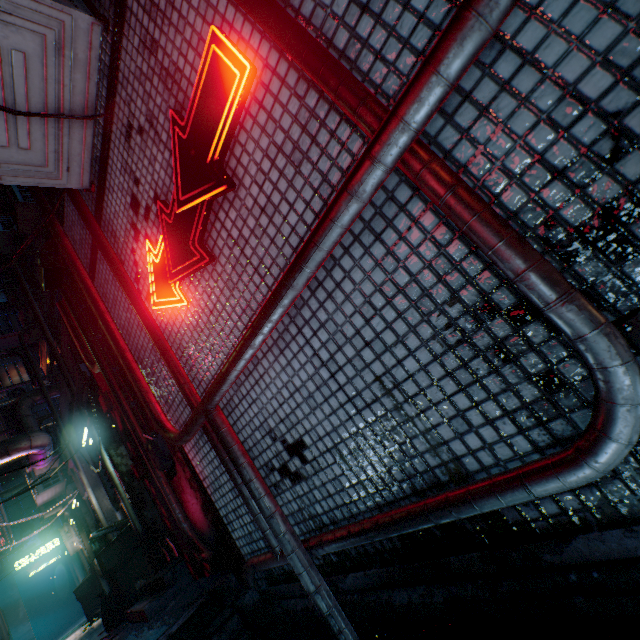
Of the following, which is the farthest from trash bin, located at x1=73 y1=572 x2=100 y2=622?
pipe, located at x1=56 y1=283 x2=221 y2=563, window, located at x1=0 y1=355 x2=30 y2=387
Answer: window, located at x1=0 y1=355 x2=30 y2=387

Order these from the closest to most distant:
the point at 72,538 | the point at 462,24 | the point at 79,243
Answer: the point at 462,24 → the point at 79,243 → the point at 72,538

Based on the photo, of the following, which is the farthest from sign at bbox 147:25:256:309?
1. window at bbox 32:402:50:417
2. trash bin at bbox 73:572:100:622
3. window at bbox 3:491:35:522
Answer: window at bbox 32:402:50:417

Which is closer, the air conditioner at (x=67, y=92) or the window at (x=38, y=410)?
the air conditioner at (x=67, y=92)

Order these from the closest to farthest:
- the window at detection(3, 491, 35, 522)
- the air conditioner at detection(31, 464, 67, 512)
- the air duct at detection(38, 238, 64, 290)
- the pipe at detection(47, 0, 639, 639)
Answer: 1. the pipe at detection(47, 0, 639, 639)
2. the air duct at detection(38, 238, 64, 290)
3. the air conditioner at detection(31, 464, 67, 512)
4. the window at detection(3, 491, 35, 522)

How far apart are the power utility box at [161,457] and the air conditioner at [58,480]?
6.5 meters

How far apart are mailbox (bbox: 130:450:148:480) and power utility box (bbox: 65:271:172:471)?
0.60m

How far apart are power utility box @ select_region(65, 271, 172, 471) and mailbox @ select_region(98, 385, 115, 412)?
0.61m
